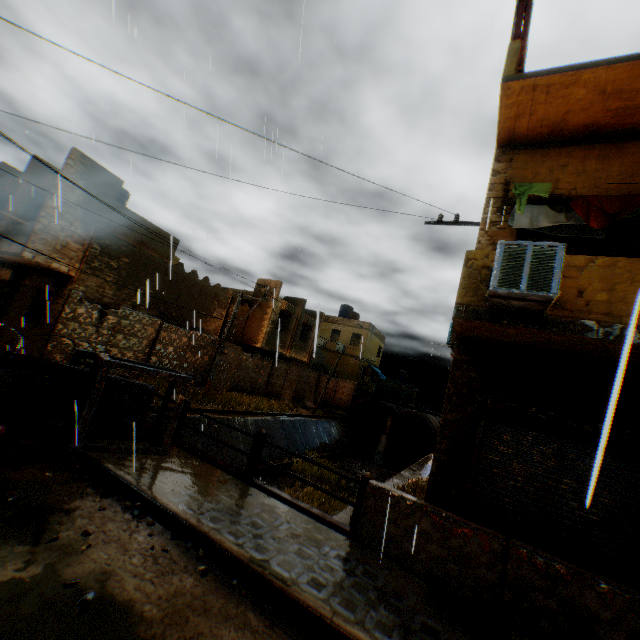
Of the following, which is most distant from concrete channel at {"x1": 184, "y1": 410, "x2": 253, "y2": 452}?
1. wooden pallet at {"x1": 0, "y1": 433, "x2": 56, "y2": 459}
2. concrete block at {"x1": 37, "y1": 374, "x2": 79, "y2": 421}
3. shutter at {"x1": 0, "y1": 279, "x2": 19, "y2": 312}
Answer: shutter at {"x1": 0, "y1": 279, "x2": 19, "y2": 312}

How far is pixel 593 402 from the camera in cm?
556

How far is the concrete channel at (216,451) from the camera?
13.1 meters

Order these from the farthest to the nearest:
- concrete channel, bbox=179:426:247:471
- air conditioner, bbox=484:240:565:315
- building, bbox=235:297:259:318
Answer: building, bbox=235:297:259:318
concrete channel, bbox=179:426:247:471
air conditioner, bbox=484:240:565:315

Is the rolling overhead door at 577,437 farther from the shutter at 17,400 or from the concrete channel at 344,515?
the shutter at 17,400

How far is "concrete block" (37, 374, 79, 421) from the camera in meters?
6.7 m

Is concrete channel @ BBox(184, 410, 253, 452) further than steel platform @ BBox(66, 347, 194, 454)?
Yes

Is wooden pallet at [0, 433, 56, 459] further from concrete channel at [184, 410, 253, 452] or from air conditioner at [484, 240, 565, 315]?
air conditioner at [484, 240, 565, 315]
